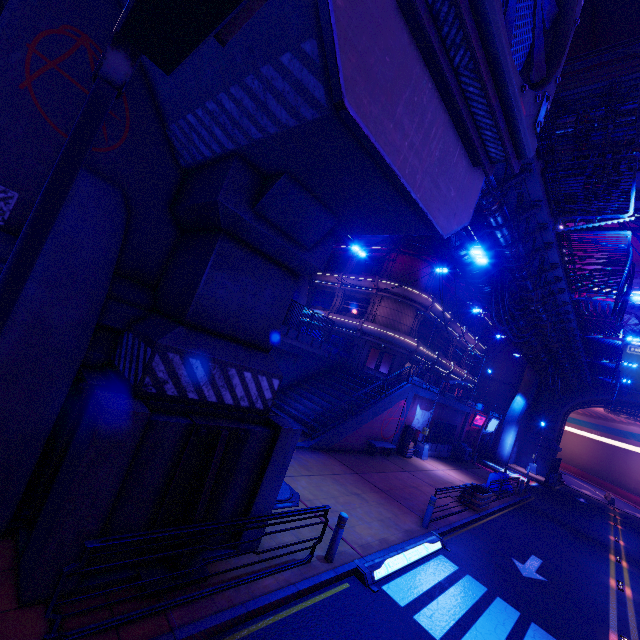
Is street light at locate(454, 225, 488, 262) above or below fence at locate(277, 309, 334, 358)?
above

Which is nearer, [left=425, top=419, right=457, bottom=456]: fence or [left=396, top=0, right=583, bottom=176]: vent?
[left=396, top=0, right=583, bottom=176]: vent

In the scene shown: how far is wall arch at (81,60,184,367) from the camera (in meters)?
6.26

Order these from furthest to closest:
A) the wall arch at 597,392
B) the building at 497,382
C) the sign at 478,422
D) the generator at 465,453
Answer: the building at 497,382 < the wall arch at 597,392 < the sign at 478,422 < the generator at 465,453

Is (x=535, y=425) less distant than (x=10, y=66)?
No

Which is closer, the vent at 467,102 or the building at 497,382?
the vent at 467,102

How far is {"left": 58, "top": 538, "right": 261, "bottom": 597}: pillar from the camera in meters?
4.6 m

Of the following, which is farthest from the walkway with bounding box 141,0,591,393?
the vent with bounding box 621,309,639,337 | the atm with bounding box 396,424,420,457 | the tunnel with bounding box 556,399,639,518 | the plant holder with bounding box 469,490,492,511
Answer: the plant holder with bounding box 469,490,492,511
